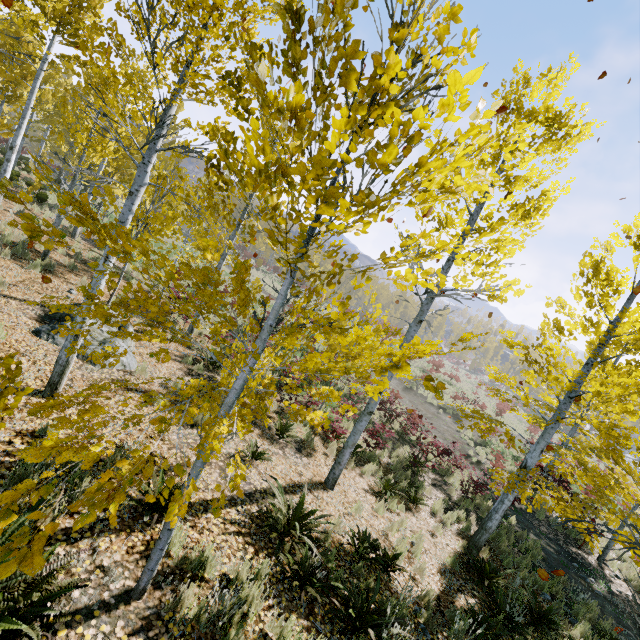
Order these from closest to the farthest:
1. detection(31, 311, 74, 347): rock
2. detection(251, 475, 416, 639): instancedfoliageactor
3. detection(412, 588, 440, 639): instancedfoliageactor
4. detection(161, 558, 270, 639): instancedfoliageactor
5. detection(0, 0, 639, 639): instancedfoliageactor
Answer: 1. detection(0, 0, 639, 639): instancedfoliageactor
2. detection(161, 558, 270, 639): instancedfoliageactor
3. detection(251, 475, 416, 639): instancedfoliageactor
4. detection(412, 588, 440, 639): instancedfoliageactor
5. detection(31, 311, 74, 347): rock

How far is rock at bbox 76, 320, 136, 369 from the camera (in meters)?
6.80

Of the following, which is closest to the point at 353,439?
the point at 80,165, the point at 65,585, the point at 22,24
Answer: the point at 65,585

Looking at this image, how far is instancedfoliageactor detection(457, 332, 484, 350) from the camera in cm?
179

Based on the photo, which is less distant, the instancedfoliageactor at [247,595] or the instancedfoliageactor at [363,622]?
the instancedfoliageactor at [247,595]

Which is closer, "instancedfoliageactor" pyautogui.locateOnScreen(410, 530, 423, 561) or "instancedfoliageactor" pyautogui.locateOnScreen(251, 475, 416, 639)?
"instancedfoliageactor" pyautogui.locateOnScreen(251, 475, 416, 639)

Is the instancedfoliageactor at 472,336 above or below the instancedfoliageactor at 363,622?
above
